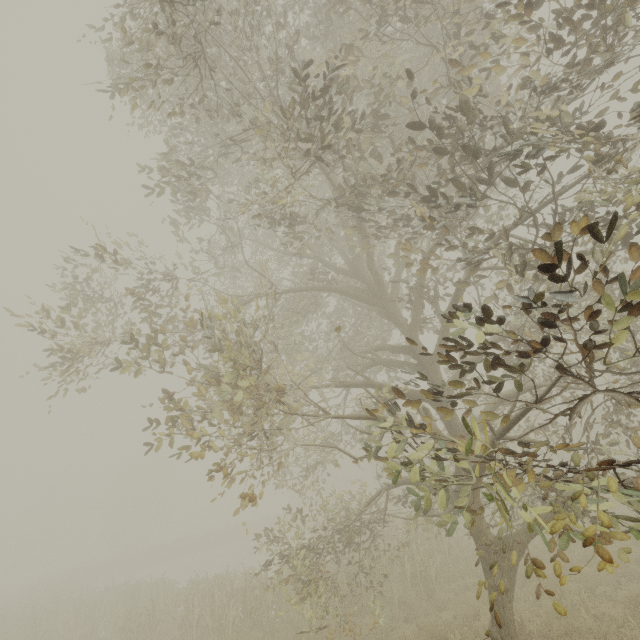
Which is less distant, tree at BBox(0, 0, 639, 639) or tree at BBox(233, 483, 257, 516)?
tree at BBox(0, 0, 639, 639)

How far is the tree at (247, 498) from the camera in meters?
4.2

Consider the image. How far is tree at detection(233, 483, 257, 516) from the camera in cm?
418

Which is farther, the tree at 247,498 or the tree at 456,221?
the tree at 247,498

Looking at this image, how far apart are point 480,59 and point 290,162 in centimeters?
564cm
